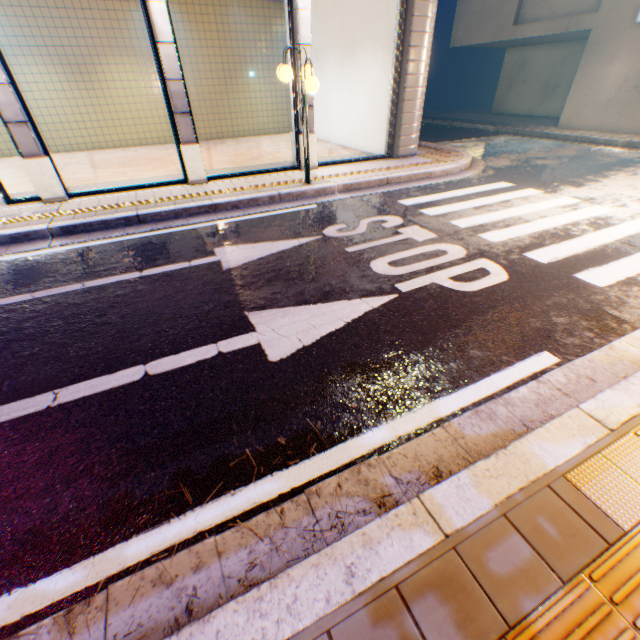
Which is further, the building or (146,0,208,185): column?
the building

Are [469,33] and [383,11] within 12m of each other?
no

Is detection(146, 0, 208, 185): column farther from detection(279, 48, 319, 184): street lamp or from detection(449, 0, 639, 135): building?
detection(449, 0, 639, 135): building

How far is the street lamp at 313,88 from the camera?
5.9 meters

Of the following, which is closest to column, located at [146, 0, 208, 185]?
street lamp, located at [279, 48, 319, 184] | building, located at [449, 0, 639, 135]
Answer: street lamp, located at [279, 48, 319, 184]

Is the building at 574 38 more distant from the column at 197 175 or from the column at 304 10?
the column at 197 175

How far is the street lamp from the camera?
5.9 meters

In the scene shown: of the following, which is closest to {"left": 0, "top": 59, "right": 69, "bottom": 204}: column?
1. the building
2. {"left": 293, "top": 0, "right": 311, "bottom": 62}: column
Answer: {"left": 293, "top": 0, "right": 311, "bottom": 62}: column
